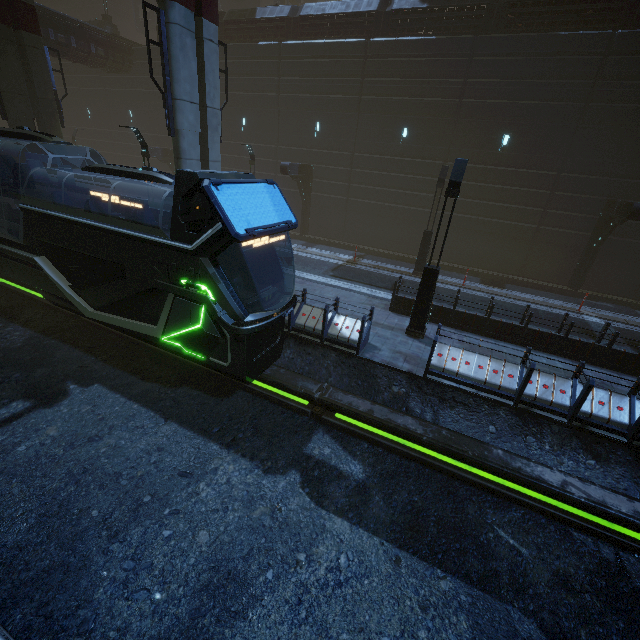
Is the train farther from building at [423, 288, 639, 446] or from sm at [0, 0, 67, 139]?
sm at [0, 0, 67, 139]

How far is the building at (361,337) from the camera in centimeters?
987cm

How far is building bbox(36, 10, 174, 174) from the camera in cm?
2255

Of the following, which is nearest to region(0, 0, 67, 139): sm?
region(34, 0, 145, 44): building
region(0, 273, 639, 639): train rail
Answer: region(34, 0, 145, 44): building

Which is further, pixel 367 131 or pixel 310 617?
pixel 367 131

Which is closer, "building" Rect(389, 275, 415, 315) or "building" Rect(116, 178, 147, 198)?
"building" Rect(389, 275, 415, 315)

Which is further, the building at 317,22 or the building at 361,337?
the building at 317,22

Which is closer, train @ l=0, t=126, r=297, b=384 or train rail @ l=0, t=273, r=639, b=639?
train rail @ l=0, t=273, r=639, b=639
